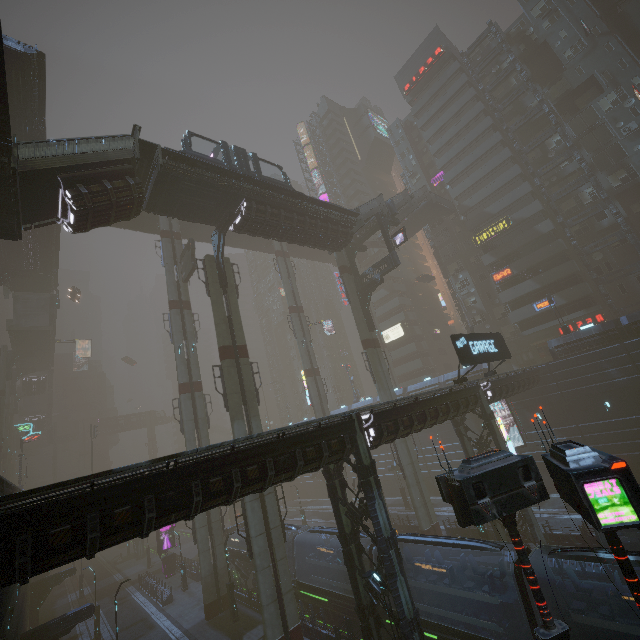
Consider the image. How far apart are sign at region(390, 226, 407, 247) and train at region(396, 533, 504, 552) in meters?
24.4

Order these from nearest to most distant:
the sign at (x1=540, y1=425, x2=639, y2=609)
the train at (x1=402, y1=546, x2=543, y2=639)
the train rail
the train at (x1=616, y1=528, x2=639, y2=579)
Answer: the sign at (x1=540, y1=425, x2=639, y2=609)
the train at (x1=616, y1=528, x2=639, y2=579)
the train at (x1=402, y1=546, x2=543, y2=639)
the train rail

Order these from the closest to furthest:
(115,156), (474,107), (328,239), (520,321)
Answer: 1. (115,156)
2. (328,239)
3. (520,321)
4. (474,107)

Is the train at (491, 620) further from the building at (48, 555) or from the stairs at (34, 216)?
the stairs at (34, 216)

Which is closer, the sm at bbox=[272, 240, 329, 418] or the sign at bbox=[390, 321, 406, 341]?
the sm at bbox=[272, 240, 329, 418]

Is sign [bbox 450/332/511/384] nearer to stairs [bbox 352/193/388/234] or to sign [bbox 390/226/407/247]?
sign [bbox 390/226/407/247]

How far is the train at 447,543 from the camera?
14.3m

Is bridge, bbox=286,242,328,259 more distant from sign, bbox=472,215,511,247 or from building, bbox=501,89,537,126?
sign, bbox=472,215,511,247
